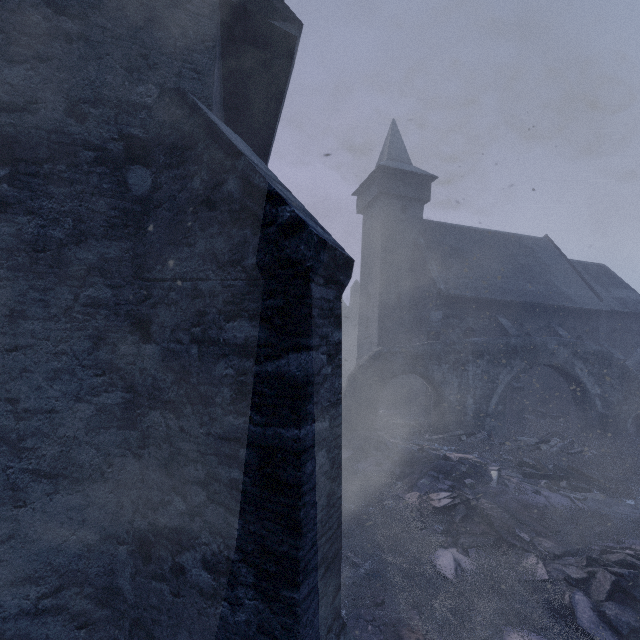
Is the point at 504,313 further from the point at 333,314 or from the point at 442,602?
the point at 333,314

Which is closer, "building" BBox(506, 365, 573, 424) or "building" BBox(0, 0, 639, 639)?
"building" BBox(0, 0, 639, 639)

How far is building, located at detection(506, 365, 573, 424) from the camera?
18.0 meters

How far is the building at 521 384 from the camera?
18.0 meters

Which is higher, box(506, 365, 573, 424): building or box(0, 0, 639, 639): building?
box(0, 0, 639, 639): building

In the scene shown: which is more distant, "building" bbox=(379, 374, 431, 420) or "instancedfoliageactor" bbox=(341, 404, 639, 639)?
"building" bbox=(379, 374, 431, 420)
